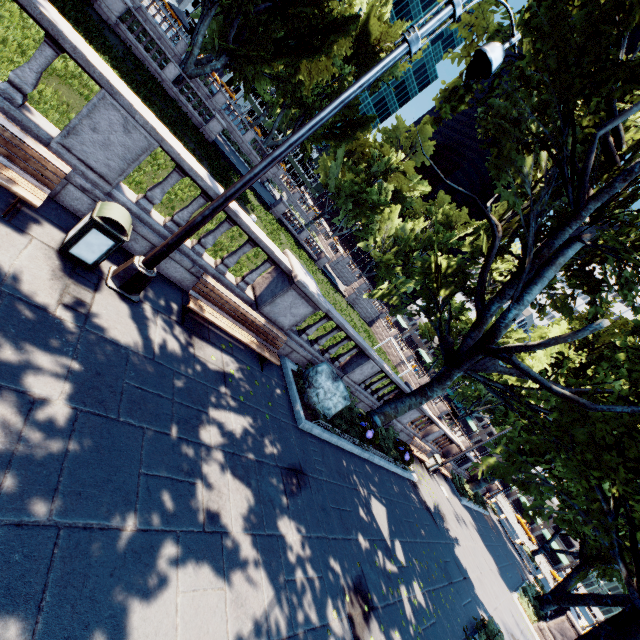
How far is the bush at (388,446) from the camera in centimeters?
1302cm

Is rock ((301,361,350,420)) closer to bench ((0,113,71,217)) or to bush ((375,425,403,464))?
bush ((375,425,403,464))

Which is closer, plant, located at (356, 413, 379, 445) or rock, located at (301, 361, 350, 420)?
rock, located at (301, 361, 350, 420)

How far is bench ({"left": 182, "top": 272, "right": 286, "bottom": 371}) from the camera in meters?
6.7

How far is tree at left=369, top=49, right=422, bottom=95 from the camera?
38.88m

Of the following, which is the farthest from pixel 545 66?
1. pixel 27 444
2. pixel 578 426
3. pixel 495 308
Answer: pixel 27 444

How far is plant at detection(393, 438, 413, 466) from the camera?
13.81m

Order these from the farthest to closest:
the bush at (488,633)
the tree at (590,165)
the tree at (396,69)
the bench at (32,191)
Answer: the tree at (396,69) → the bush at (488,633) → the tree at (590,165) → the bench at (32,191)
